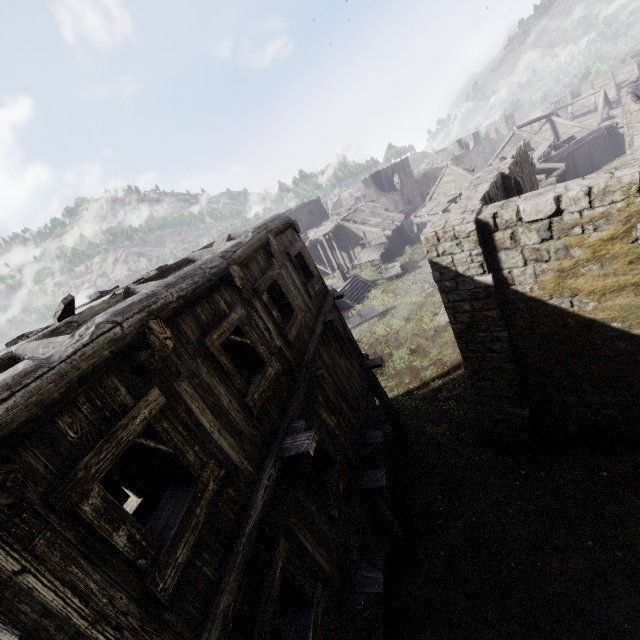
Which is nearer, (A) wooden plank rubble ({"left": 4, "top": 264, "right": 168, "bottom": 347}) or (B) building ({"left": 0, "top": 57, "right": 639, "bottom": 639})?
Answer: (B) building ({"left": 0, "top": 57, "right": 639, "bottom": 639})

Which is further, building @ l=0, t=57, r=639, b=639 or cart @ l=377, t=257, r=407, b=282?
cart @ l=377, t=257, r=407, b=282

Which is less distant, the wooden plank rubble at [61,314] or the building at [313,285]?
the building at [313,285]

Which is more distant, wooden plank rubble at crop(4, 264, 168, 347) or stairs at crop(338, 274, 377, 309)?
stairs at crop(338, 274, 377, 309)

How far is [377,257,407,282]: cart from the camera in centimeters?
2882cm

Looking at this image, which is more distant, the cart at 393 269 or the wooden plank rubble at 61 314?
the cart at 393 269

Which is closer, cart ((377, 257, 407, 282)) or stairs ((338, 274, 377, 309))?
stairs ((338, 274, 377, 309))

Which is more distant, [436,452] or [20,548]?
[436,452]
